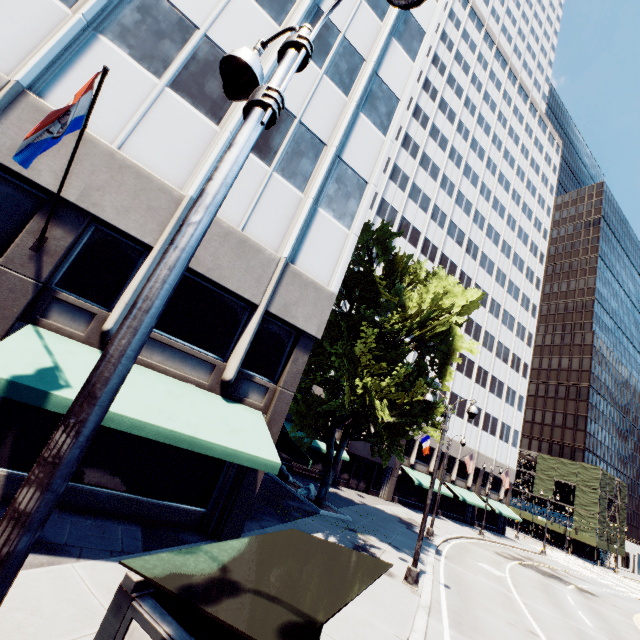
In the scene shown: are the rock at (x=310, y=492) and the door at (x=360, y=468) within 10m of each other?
no

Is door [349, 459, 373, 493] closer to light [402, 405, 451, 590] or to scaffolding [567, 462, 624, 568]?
light [402, 405, 451, 590]

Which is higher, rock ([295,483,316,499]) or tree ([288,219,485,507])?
tree ([288,219,485,507])

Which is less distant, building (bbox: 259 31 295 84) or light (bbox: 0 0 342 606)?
light (bbox: 0 0 342 606)

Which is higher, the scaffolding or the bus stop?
the scaffolding

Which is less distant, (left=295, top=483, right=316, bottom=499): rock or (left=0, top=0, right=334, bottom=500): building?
(left=0, top=0, right=334, bottom=500): building

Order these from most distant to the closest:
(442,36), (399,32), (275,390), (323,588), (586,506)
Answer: (586,506) → (442,36) → (399,32) → (275,390) → (323,588)

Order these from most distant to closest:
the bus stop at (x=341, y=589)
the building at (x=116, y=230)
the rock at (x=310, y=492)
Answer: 1. the rock at (x=310, y=492)
2. the building at (x=116, y=230)
3. the bus stop at (x=341, y=589)
